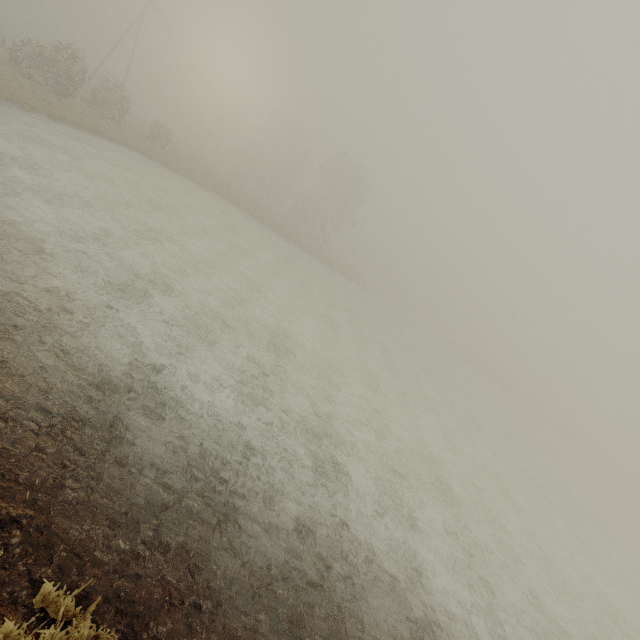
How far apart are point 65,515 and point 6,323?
3.8m

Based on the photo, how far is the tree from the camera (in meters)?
47.91

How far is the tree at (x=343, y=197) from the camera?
47.9m
